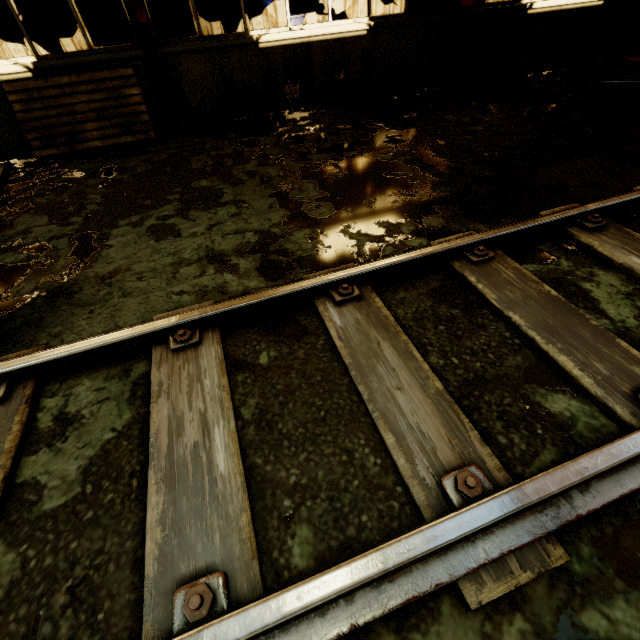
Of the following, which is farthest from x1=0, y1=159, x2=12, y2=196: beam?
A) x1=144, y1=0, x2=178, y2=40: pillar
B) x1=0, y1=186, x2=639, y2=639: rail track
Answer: x1=144, y1=0, x2=178, y2=40: pillar

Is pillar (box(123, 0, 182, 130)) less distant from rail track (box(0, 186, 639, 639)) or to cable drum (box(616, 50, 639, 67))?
rail track (box(0, 186, 639, 639))

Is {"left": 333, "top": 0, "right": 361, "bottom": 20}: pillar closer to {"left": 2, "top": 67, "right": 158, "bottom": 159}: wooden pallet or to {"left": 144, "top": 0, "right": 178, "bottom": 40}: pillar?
{"left": 144, "top": 0, "right": 178, "bottom": 40}: pillar

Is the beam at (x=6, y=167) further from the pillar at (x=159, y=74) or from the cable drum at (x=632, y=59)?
the cable drum at (x=632, y=59)

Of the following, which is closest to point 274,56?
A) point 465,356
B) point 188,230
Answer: point 188,230

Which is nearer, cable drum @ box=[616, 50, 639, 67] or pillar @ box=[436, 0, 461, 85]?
pillar @ box=[436, 0, 461, 85]

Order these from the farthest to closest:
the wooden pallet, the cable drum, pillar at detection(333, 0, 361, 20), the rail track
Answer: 1. pillar at detection(333, 0, 361, 20)
2. the cable drum
3. the wooden pallet
4. the rail track

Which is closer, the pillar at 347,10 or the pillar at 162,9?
the pillar at 162,9
